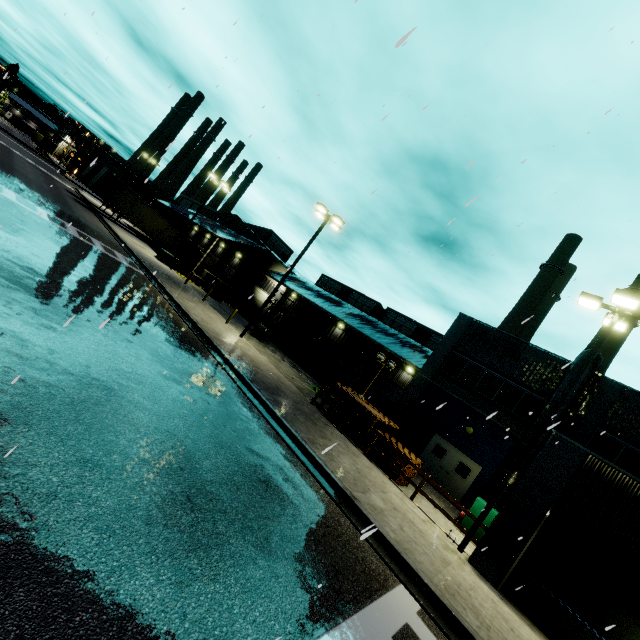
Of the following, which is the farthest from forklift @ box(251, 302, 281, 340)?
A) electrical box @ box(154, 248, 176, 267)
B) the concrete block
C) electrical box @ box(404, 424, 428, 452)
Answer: electrical box @ box(404, 424, 428, 452)

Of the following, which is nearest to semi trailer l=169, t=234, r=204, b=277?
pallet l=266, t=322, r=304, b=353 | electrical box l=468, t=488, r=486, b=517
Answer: pallet l=266, t=322, r=304, b=353

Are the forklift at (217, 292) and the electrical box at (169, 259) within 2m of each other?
no

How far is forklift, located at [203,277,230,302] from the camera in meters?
32.4 m

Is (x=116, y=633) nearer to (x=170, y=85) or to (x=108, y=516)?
(x=108, y=516)

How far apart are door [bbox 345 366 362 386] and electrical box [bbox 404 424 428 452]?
11.3m

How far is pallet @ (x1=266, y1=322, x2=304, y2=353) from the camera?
31.8 meters

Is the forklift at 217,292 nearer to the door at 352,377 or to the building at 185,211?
the building at 185,211
